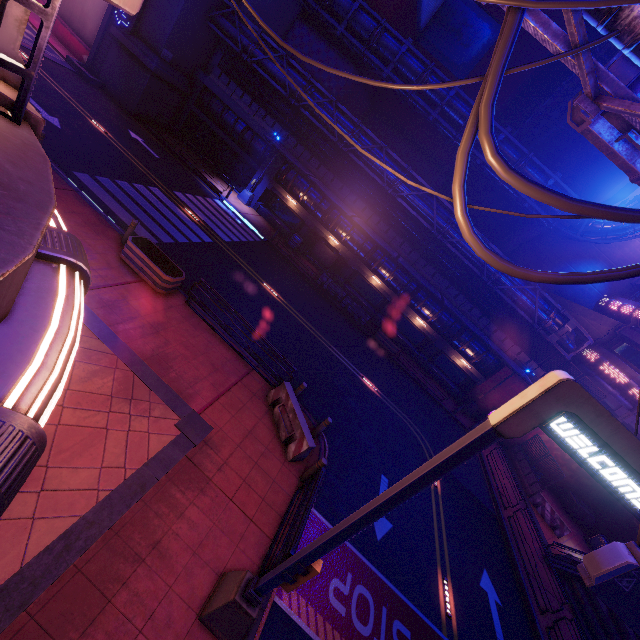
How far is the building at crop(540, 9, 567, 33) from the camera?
28.91m

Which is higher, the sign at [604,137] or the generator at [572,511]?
the sign at [604,137]

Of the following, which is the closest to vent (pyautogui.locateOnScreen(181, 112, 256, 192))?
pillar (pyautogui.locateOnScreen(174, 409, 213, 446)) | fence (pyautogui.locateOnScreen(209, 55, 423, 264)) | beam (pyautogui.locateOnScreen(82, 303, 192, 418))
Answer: fence (pyautogui.locateOnScreen(209, 55, 423, 264))

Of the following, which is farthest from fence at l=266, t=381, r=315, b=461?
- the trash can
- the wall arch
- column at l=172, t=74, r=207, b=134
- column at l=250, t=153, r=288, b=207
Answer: column at l=172, t=74, r=207, b=134

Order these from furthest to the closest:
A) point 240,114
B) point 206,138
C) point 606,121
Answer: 1. point 206,138
2. point 240,114
3. point 606,121

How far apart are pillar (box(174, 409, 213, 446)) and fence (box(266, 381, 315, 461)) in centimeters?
237cm

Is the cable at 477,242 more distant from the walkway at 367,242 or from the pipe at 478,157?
the walkway at 367,242

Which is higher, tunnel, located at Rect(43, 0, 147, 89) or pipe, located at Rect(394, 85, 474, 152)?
pipe, located at Rect(394, 85, 474, 152)
